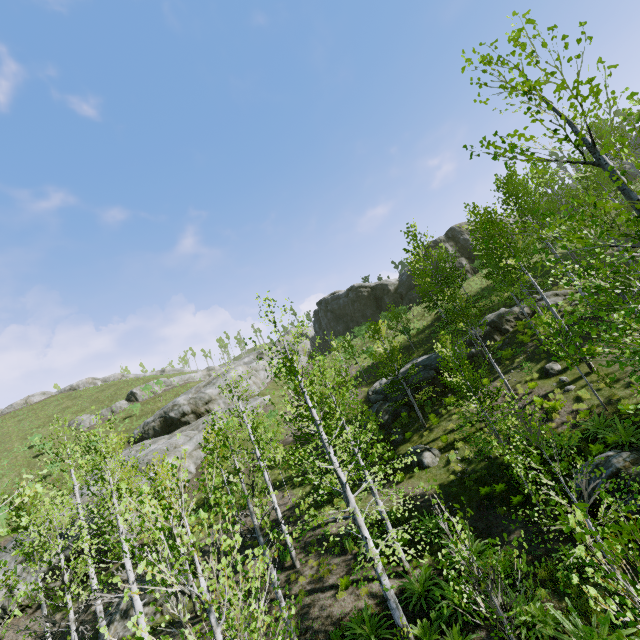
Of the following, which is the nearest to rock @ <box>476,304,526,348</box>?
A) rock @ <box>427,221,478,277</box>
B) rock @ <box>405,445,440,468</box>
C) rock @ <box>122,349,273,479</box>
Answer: rock @ <box>405,445,440,468</box>

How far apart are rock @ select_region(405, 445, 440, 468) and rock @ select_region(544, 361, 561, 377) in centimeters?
694cm

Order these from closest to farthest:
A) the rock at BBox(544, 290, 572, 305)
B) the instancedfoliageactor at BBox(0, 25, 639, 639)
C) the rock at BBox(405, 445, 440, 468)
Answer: the instancedfoliageactor at BBox(0, 25, 639, 639), the rock at BBox(405, 445, 440, 468), the rock at BBox(544, 290, 572, 305)

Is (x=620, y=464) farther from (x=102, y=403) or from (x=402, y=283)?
(x=102, y=403)

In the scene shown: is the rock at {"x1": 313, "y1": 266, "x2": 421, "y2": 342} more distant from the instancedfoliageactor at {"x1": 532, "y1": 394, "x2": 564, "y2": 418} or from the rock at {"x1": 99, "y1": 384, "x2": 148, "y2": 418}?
the instancedfoliageactor at {"x1": 532, "y1": 394, "x2": 564, "y2": 418}

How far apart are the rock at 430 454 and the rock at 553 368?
6.9 meters

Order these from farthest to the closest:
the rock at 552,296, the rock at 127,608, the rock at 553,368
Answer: the rock at 552,296 < the rock at 553,368 < the rock at 127,608

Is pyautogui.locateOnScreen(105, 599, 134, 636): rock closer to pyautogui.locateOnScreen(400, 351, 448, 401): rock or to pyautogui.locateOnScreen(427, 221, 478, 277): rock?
pyautogui.locateOnScreen(400, 351, 448, 401): rock
